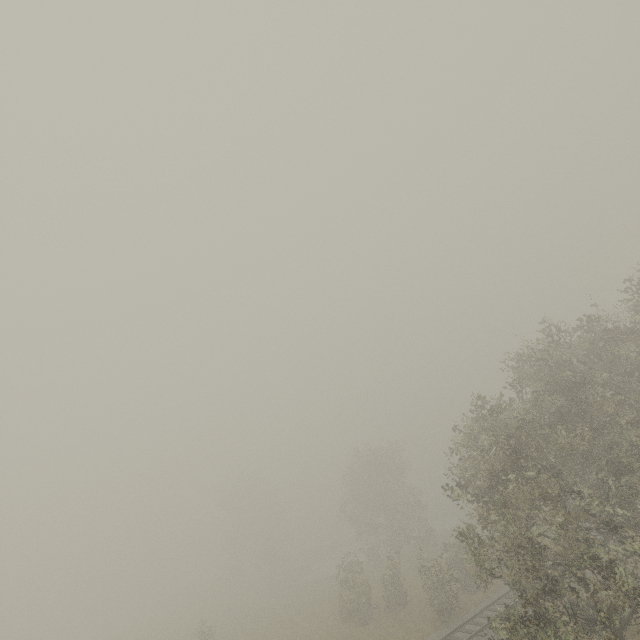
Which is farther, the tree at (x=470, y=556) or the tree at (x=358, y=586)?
the tree at (x=358, y=586)

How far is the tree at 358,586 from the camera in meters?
26.4

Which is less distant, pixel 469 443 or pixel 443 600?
pixel 469 443

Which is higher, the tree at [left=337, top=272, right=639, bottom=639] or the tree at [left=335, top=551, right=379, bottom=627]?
the tree at [left=337, top=272, right=639, bottom=639]

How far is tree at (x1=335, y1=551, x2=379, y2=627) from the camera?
26.4m

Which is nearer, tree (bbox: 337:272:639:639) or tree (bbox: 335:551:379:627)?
tree (bbox: 337:272:639:639)
